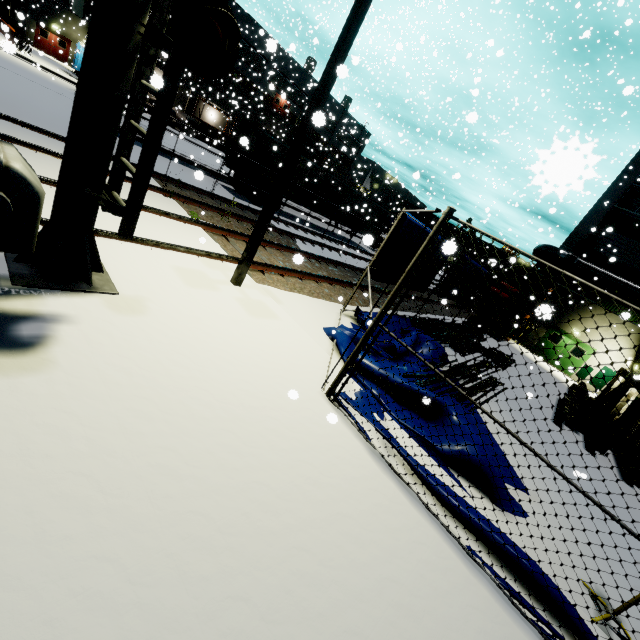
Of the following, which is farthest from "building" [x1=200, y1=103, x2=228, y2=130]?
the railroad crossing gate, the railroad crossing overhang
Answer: the railroad crossing overhang

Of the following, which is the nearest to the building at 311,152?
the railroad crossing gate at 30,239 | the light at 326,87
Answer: the railroad crossing gate at 30,239

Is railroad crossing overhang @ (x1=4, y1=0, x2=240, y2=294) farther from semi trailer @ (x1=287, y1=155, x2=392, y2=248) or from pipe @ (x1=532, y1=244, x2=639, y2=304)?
pipe @ (x1=532, y1=244, x2=639, y2=304)

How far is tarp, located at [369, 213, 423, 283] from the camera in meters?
8.4

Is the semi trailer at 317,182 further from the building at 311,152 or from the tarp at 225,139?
the tarp at 225,139

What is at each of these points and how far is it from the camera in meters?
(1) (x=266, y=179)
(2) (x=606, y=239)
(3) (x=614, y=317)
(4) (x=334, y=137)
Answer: (1) semi trailer, 19.6
(2) building, 21.9
(3) building, 21.6
(4) building, 56.2

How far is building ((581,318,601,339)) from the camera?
22.05m
